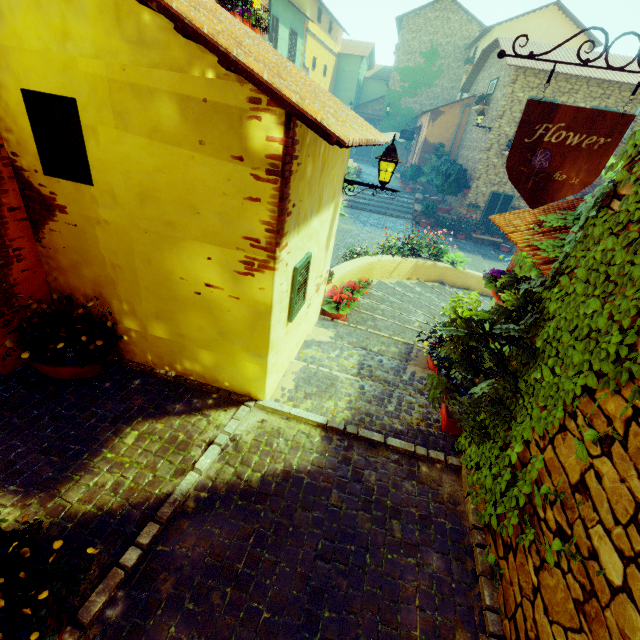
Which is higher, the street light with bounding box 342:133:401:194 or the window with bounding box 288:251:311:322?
the street light with bounding box 342:133:401:194

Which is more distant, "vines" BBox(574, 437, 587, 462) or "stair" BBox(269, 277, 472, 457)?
"stair" BBox(269, 277, 472, 457)

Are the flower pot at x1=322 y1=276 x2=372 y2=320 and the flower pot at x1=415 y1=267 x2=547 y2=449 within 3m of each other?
yes

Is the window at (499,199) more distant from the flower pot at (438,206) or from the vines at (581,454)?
the vines at (581,454)

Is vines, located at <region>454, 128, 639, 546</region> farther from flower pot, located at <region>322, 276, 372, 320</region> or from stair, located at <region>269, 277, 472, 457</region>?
flower pot, located at <region>322, 276, 372, 320</region>

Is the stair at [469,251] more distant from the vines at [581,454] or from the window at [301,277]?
the window at [301,277]

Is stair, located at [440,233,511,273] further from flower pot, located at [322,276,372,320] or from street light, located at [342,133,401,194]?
street light, located at [342,133,401,194]

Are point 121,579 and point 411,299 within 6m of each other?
no
